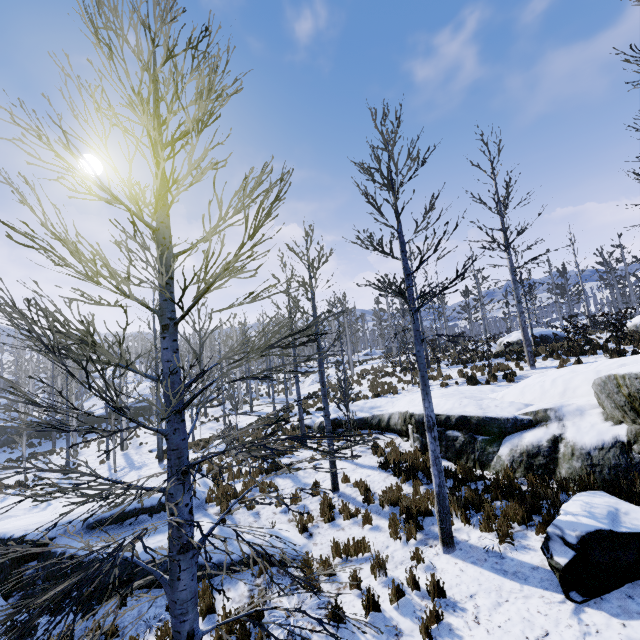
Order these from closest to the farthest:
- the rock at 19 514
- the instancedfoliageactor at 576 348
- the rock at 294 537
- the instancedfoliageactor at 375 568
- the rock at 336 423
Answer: the instancedfoliageactor at 375 568 < the rock at 294 537 < the rock at 19 514 < the instancedfoliageactor at 576 348 < the rock at 336 423

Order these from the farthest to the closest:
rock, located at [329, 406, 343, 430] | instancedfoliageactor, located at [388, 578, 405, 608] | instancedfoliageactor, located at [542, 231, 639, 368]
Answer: rock, located at [329, 406, 343, 430] < instancedfoliageactor, located at [542, 231, 639, 368] < instancedfoliageactor, located at [388, 578, 405, 608]

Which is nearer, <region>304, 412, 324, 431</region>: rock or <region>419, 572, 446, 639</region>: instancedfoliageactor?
<region>419, 572, 446, 639</region>: instancedfoliageactor

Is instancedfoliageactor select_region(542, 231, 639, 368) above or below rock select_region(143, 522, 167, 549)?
above

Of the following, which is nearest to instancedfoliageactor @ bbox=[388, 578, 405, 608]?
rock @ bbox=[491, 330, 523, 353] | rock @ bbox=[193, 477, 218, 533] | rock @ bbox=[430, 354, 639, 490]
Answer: rock @ bbox=[430, 354, 639, 490]

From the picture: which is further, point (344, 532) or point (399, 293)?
point (344, 532)

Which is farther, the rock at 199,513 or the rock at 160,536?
the rock at 199,513
